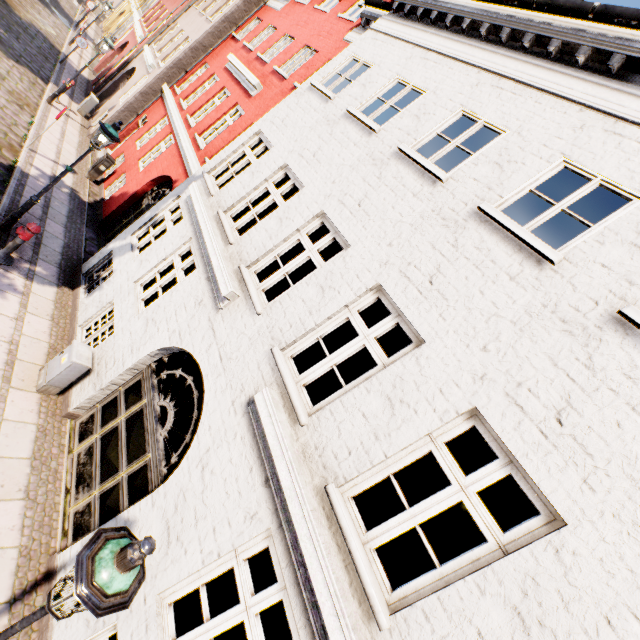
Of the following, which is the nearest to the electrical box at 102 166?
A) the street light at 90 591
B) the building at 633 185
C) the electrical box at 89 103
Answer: the building at 633 185

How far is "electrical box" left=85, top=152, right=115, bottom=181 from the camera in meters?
12.5

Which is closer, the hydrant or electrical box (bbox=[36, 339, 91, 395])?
electrical box (bbox=[36, 339, 91, 395])

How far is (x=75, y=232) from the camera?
10.12m

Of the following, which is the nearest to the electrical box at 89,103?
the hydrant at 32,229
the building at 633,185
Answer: the building at 633,185

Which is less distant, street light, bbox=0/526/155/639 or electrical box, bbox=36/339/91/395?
street light, bbox=0/526/155/639

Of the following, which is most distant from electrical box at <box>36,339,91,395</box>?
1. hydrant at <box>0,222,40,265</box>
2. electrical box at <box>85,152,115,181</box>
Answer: electrical box at <box>85,152,115,181</box>

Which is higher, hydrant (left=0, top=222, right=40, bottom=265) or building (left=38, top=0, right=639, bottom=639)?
building (left=38, top=0, right=639, bottom=639)
